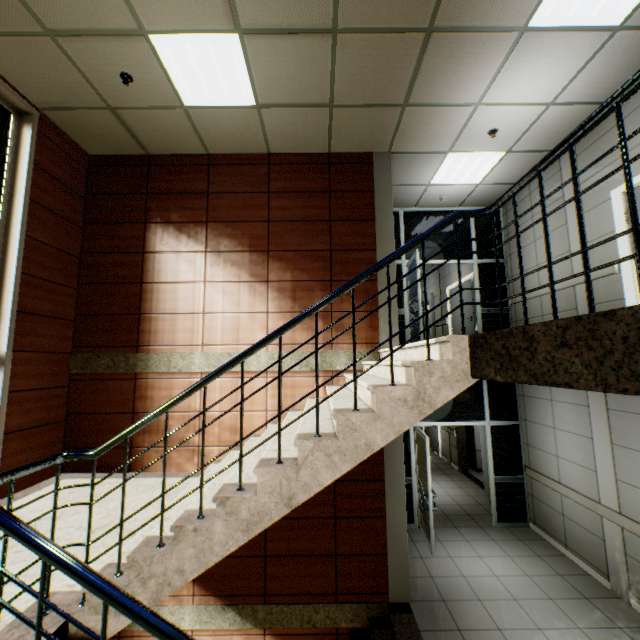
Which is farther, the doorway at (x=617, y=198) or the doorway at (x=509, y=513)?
the doorway at (x=509, y=513)

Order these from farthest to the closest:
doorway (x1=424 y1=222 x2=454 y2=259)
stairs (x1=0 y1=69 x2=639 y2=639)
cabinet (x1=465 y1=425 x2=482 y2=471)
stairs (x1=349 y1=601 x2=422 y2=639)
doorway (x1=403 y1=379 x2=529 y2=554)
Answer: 1. cabinet (x1=465 y1=425 x2=482 y2=471)
2. doorway (x1=424 y1=222 x2=454 y2=259)
3. doorway (x1=403 y1=379 x2=529 y2=554)
4. stairs (x1=349 y1=601 x2=422 y2=639)
5. stairs (x1=0 y1=69 x2=639 y2=639)

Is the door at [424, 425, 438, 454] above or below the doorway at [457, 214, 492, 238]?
below

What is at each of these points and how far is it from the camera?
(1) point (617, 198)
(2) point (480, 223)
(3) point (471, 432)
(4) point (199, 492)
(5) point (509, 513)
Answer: (1) doorway, 4.47m
(2) doorway, 7.29m
(3) cabinet, 9.88m
(4) stairs, 3.07m
(5) doorway, 6.49m

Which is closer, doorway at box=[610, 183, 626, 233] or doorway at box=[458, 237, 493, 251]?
A: doorway at box=[610, 183, 626, 233]

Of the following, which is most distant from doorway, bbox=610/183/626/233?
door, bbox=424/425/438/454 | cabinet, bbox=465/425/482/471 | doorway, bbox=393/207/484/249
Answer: door, bbox=424/425/438/454

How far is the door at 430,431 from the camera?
11.4m

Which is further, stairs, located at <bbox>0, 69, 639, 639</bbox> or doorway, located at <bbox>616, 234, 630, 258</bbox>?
doorway, located at <bbox>616, 234, 630, 258</bbox>
